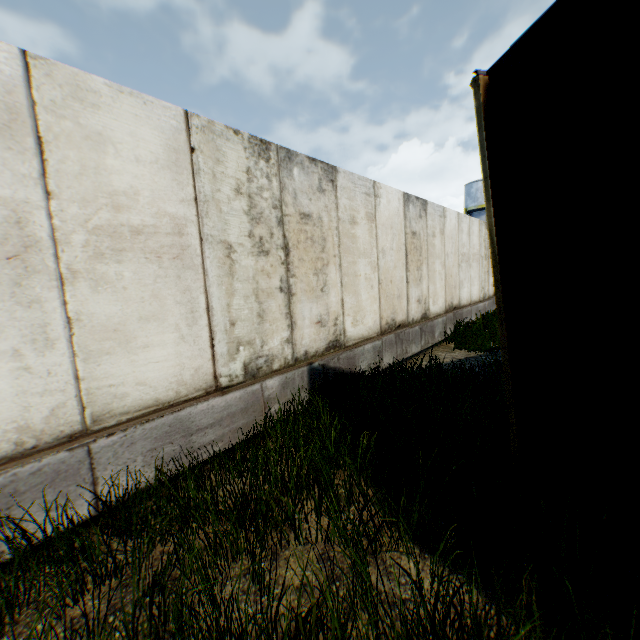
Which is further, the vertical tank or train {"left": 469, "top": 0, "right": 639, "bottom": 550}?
the vertical tank

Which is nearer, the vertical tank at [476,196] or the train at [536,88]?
the train at [536,88]

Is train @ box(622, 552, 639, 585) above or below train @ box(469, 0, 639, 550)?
below

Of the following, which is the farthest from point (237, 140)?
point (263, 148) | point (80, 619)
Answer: point (80, 619)

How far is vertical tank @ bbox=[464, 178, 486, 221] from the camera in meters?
38.4

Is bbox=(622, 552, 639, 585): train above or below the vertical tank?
below
